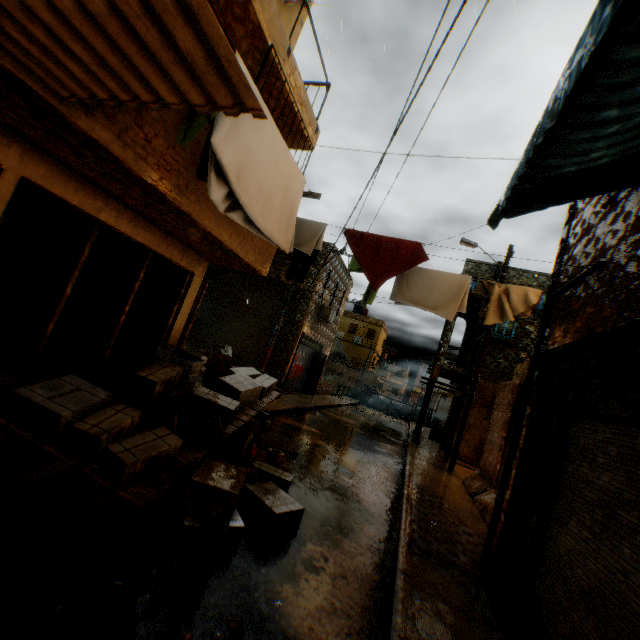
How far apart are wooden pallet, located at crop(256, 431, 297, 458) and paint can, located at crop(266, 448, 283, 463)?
0.3 meters

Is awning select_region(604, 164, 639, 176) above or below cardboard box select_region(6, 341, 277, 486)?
above

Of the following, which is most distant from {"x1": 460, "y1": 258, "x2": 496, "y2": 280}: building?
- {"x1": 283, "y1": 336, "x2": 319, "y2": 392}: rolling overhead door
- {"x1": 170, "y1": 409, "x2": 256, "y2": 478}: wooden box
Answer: {"x1": 170, "y1": 409, "x2": 256, "y2": 478}: wooden box

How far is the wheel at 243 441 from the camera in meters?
5.4

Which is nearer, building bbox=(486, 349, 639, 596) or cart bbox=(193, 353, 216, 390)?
building bbox=(486, 349, 639, 596)

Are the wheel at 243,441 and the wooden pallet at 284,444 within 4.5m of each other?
yes

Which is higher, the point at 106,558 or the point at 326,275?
the point at 326,275

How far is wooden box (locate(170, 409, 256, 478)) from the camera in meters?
4.2
